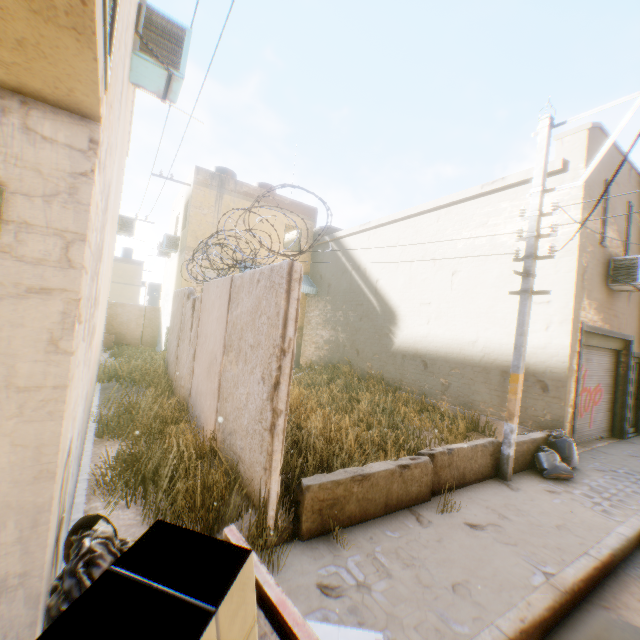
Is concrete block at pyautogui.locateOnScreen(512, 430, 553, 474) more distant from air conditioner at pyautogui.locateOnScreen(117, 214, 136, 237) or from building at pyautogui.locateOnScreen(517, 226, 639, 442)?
air conditioner at pyautogui.locateOnScreen(117, 214, 136, 237)

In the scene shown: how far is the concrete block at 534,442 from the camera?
6.6 meters

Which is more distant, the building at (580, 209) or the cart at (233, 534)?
the building at (580, 209)

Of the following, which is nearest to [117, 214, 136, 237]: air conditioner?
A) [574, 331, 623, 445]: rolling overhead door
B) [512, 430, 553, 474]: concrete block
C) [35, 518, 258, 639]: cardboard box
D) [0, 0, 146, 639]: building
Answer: [0, 0, 146, 639]: building

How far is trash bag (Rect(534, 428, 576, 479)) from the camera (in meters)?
6.45

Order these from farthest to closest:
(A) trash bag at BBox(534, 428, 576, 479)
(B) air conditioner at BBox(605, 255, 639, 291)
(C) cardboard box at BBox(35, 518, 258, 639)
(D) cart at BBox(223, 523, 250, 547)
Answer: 1. (B) air conditioner at BBox(605, 255, 639, 291)
2. (A) trash bag at BBox(534, 428, 576, 479)
3. (D) cart at BBox(223, 523, 250, 547)
4. (C) cardboard box at BBox(35, 518, 258, 639)

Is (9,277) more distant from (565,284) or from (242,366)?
(565,284)
